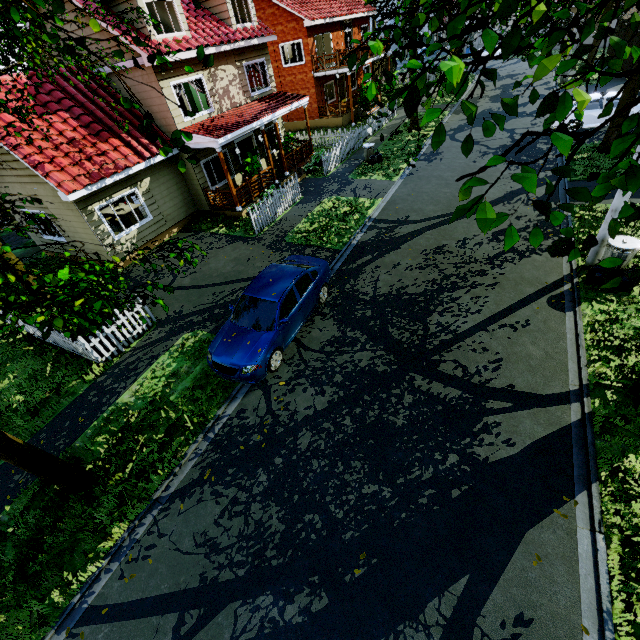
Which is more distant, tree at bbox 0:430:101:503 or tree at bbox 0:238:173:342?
tree at bbox 0:430:101:503

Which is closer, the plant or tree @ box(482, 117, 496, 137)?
tree @ box(482, 117, 496, 137)

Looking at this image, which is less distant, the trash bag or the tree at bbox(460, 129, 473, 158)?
the tree at bbox(460, 129, 473, 158)

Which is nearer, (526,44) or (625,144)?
(625,144)

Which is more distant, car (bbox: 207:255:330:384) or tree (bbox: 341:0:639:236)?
car (bbox: 207:255:330:384)

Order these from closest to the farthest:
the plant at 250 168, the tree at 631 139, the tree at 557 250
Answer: the tree at 631 139 → the tree at 557 250 → the plant at 250 168

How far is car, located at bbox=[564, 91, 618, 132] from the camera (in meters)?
16.09

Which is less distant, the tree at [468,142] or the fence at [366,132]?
the tree at [468,142]
